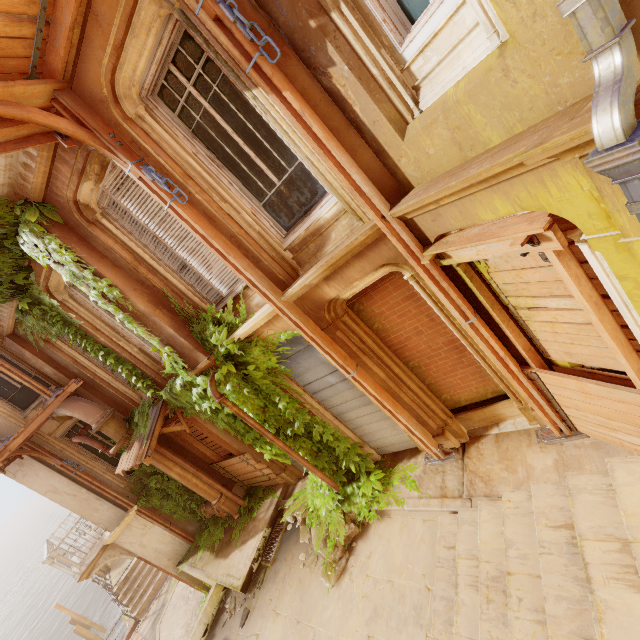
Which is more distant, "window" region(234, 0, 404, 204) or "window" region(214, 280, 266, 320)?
"window" region(214, 280, 266, 320)

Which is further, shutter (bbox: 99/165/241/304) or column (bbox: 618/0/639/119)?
shutter (bbox: 99/165/241/304)

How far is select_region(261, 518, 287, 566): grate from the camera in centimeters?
814cm

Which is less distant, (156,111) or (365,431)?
(156,111)

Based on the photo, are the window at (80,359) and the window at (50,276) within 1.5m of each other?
yes

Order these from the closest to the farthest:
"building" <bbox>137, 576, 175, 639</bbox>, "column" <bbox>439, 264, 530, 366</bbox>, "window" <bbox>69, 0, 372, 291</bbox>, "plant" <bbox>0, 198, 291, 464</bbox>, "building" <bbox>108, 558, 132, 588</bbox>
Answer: "window" <bbox>69, 0, 372, 291</bbox> → "column" <bbox>439, 264, 530, 366</bbox> → "plant" <bbox>0, 198, 291, 464</bbox> → "building" <bbox>137, 576, 175, 639</bbox> → "building" <bbox>108, 558, 132, 588</bbox>

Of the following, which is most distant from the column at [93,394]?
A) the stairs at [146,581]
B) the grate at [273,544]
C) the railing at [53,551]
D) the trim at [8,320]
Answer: the stairs at [146,581]

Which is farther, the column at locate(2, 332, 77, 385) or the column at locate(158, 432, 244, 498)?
the column at locate(158, 432, 244, 498)
